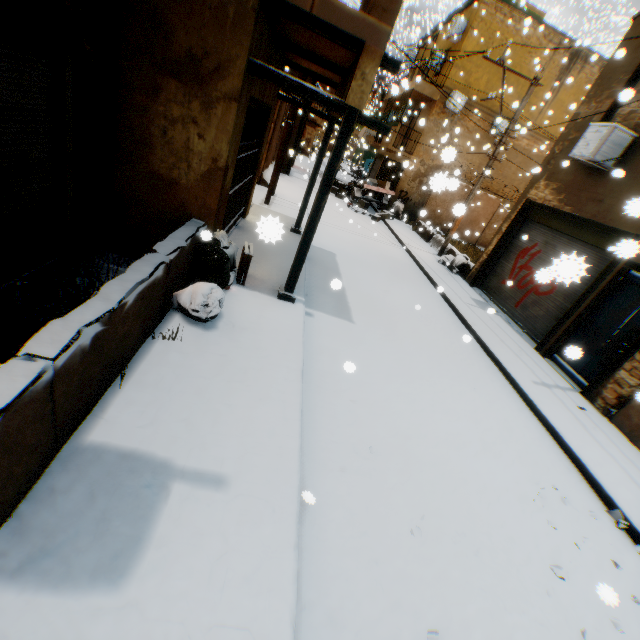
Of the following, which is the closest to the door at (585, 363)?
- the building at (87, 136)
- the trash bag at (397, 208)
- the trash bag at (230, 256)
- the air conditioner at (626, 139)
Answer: the building at (87, 136)

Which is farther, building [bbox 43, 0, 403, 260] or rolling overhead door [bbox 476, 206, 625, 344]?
rolling overhead door [bbox 476, 206, 625, 344]

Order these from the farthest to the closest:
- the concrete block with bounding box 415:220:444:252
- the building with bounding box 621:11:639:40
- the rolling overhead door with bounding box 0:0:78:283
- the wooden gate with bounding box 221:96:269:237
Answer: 1. the concrete block with bounding box 415:220:444:252
2. the building with bounding box 621:11:639:40
3. the wooden gate with bounding box 221:96:269:237
4. the rolling overhead door with bounding box 0:0:78:283

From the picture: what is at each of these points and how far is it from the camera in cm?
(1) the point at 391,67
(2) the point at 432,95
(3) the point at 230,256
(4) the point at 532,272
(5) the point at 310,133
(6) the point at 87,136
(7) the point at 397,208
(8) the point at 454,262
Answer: (1) wooden beam, 425
(2) building, 1755
(3) trash bag, 541
(4) rolling overhead door, 998
(5) building, 3481
(6) building, 411
(7) trash bag, 1995
(8) trash bag, 1295

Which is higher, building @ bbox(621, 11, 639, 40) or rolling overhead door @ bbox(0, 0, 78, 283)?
building @ bbox(621, 11, 639, 40)

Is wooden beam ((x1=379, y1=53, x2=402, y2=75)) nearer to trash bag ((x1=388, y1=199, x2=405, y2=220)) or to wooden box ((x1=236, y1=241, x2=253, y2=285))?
wooden box ((x1=236, y1=241, x2=253, y2=285))

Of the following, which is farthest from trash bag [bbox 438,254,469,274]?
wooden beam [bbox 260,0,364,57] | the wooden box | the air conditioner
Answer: the wooden box

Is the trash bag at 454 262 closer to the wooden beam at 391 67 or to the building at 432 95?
the building at 432 95
